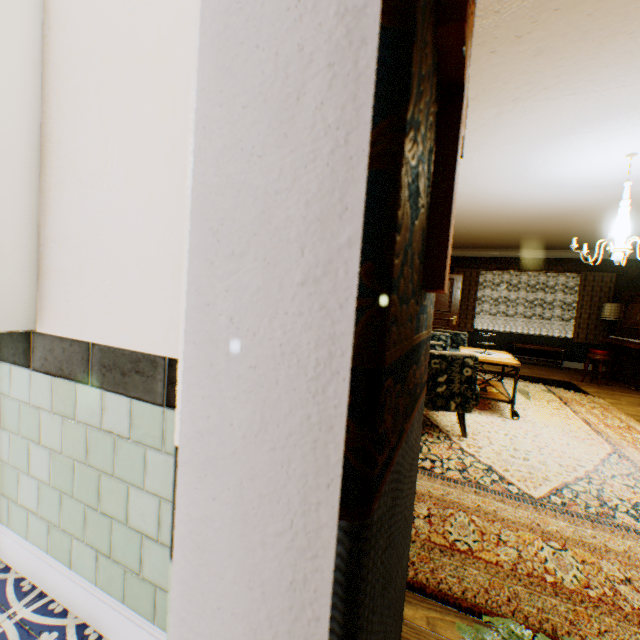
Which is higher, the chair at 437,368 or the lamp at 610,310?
the lamp at 610,310

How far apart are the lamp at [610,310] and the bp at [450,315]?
3.6m

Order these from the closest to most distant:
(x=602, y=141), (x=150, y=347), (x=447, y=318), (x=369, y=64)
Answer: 1. (x=369, y=64)
2. (x=150, y=347)
3. (x=602, y=141)
4. (x=447, y=318)

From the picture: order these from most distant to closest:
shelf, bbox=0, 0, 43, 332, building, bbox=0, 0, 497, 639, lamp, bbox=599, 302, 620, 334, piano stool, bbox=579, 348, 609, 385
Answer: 1. lamp, bbox=599, 302, 620, 334
2. piano stool, bbox=579, 348, 609, 385
3. shelf, bbox=0, 0, 43, 332
4. building, bbox=0, 0, 497, 639

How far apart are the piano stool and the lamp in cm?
163

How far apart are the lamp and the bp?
3.56m

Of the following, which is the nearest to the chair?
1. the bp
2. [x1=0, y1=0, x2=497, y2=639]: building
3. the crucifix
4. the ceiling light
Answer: [x1=0, y1=0, x2=497, y2=639]: building

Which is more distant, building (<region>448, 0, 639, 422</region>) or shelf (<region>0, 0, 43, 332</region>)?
building (<region>448, 0, 639, 422</region>)
